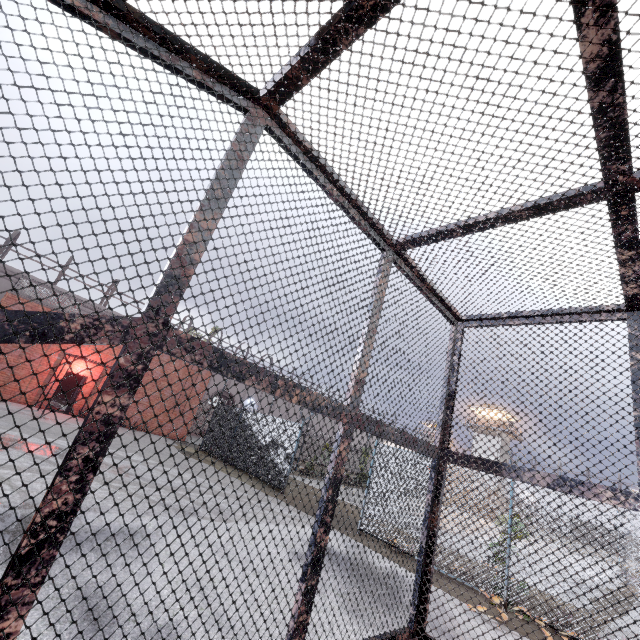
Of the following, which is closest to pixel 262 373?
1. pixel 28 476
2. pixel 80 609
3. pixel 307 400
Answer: pixel 307 400
